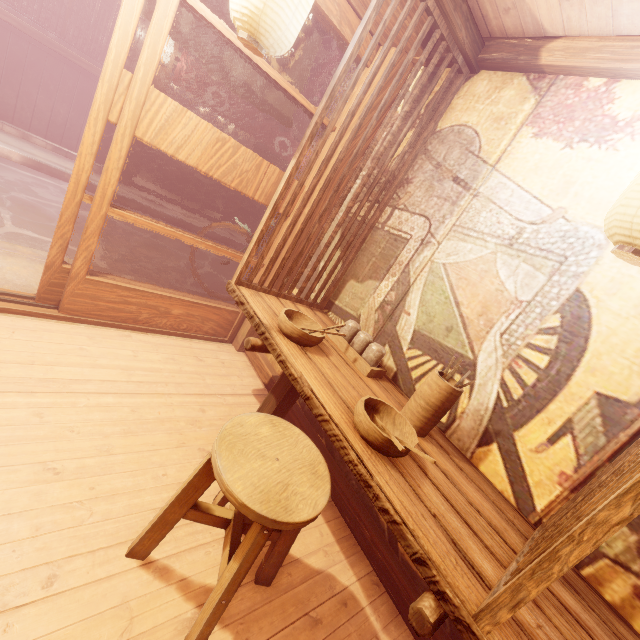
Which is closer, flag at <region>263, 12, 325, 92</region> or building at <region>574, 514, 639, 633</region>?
building at <region>574, 514, 639, 633</region>

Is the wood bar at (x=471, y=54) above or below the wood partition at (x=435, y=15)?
above

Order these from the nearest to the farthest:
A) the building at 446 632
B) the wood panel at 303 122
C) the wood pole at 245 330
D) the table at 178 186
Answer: the building at 446 632 < the wood pole at 245 330 < the wood panel at 303 122 < the table at 178 186

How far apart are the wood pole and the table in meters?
11.8

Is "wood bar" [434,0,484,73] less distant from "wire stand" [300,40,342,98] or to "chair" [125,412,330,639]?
"wire stand" [300,40,342,98]

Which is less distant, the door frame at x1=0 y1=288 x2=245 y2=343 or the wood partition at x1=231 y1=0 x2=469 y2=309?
the wood partition at x1=231 y1=0 x2=469 y2=309

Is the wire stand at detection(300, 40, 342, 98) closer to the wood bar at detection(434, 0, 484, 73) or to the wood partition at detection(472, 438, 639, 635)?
the wood bar at detection(434, 0, 484, 73)

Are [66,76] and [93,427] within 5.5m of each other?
no
